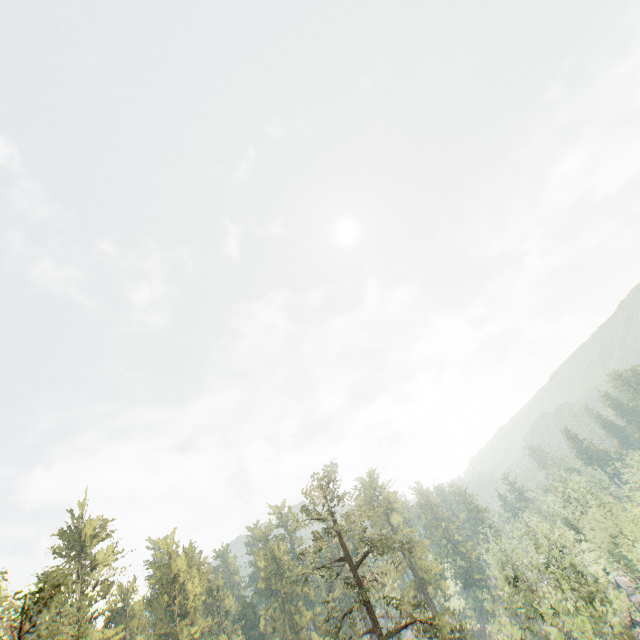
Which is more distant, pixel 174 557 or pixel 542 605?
pixel 174 557

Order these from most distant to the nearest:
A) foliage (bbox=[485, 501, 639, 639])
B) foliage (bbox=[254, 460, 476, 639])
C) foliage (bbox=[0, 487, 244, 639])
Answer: foliage (bbox=[254, 460, 476, 639]), foliage (bbox=[485, 501, 639, 639]), foliage (bbox=[0, 487, 244, 639])

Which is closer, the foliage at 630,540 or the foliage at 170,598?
the foliage at 170,598

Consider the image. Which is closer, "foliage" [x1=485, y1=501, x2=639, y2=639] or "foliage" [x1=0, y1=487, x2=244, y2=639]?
"foliage" [x1=0, y1=487, x2=244, y2=639]

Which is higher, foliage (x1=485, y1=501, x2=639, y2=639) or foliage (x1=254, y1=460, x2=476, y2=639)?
foliage (x1=254, y1=460, x2=476, y2=639)

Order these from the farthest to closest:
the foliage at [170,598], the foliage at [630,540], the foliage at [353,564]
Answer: the foliage at [353,564]
the foliage at [630,540]
the foliage at [170,598]
